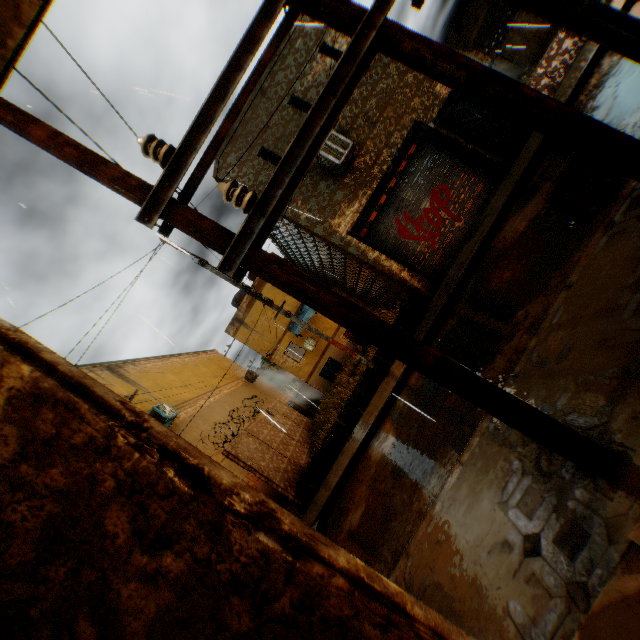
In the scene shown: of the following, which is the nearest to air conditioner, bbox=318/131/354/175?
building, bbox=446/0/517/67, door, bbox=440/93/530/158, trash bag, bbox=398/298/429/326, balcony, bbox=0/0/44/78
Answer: building, bbox=446/0/517/67

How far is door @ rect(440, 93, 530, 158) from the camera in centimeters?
1028cm

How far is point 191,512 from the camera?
1.37m

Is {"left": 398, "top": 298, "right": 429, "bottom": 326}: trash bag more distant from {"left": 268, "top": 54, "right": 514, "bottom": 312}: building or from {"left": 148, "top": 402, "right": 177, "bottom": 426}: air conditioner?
{"left": 148, "top": 402, "right": 177, "bottom": 426}: air conditioner

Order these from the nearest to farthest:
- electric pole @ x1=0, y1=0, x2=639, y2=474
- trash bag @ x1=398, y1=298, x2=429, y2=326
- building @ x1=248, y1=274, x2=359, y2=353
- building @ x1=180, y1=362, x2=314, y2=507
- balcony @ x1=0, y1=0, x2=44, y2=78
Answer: balcony @ x1=0, y1=0, x2=44, y2=78 → electric pole @ x1=0, y1=0, x2=639, y2=474 → trash bag @ x1=398, y1=298, x2=429, y2=326 → building @ x1=180, y1=362, x2=314, y2=507 → building @ x1=248, y1=274, x2=359, y2=353

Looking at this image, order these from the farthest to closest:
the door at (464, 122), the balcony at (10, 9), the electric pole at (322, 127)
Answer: the door at (464, 122)
the electric pole at (322, 127)
the balcony at (10, 9)

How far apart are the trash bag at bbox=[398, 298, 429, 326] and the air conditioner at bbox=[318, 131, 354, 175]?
2.2m

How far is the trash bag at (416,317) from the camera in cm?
969
